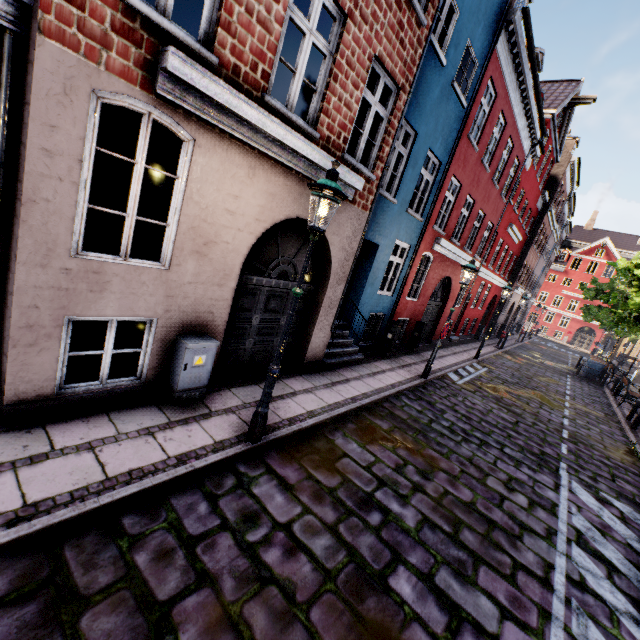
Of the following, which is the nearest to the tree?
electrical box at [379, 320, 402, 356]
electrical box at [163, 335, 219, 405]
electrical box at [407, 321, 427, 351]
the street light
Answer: the street light

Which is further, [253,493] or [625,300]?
[625,300]

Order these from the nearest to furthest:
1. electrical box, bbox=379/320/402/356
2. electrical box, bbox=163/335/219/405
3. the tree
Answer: electrical box, bbox=163/335/219/405, electrical box, bbox=379/320/402/356, the tree

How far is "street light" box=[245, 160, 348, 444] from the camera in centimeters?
381cm

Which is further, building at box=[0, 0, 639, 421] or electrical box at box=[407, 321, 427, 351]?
electrical box at box=[407, 321, 427, 351]

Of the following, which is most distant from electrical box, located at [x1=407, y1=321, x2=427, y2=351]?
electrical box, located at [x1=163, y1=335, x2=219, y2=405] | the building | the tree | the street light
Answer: electrical box, located at [x1=163, y1=335, x2=219, y2=405]

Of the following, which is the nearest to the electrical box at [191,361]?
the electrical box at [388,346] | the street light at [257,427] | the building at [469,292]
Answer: the building at [469,292]

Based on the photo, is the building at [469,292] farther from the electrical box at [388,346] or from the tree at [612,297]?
the tree at [612,297]
